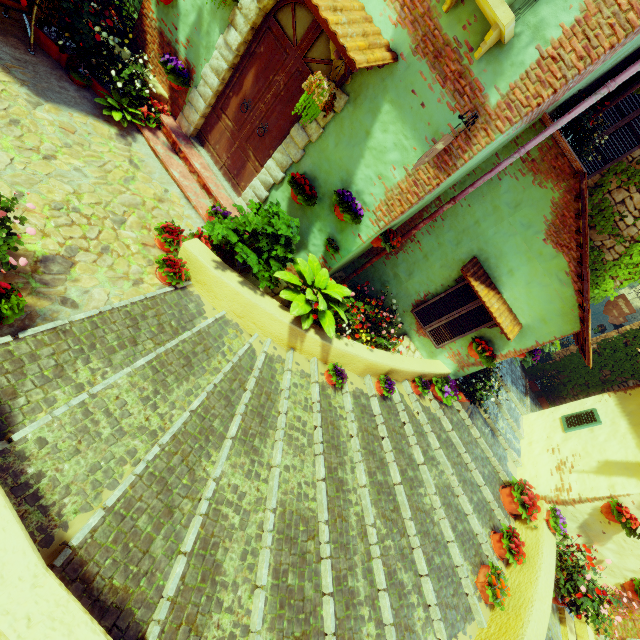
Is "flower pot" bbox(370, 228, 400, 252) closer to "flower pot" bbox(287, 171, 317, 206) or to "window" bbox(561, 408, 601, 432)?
"flower pot" bbox(287, 171, 317, 206)

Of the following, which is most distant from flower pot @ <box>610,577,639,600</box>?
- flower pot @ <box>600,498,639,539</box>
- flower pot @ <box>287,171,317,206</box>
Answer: flower pot @ <box>287,171,317,206</box>

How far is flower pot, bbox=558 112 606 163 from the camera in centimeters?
462cm

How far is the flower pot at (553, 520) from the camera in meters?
5.6 m

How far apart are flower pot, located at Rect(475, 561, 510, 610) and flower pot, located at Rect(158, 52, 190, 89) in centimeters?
910cm

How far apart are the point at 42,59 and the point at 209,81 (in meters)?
2.48

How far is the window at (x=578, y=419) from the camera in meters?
7.0

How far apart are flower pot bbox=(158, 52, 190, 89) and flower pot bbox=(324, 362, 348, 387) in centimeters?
523cm
